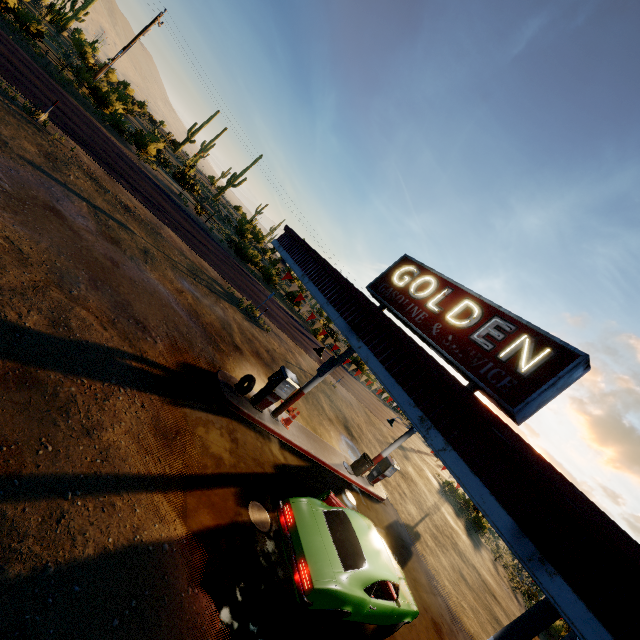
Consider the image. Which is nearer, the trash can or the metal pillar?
the metal pillar

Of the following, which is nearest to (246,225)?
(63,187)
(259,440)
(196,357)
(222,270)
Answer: (222,270)

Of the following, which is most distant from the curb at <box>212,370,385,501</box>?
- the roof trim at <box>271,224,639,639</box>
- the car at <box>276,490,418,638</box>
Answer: the roof trim at <box>271,224,639,639</box>

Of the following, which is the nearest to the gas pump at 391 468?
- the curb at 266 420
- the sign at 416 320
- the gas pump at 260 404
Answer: the curb at 266 420

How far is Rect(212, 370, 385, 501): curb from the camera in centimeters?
953cm

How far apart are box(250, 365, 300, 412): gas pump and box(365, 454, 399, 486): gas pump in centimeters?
742cm

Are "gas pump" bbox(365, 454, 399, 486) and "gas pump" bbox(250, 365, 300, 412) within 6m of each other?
no

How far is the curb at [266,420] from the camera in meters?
9.5 m
